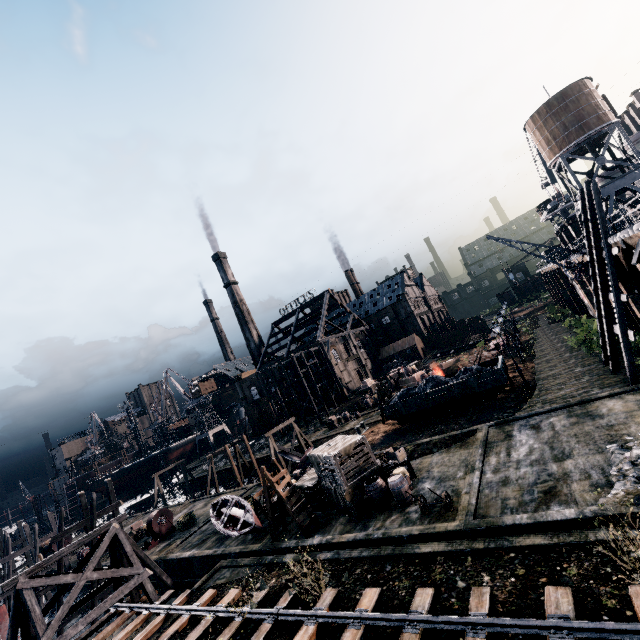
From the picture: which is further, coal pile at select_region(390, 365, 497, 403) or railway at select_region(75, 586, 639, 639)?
coal pile at select_region(390, 365, 497, 403)

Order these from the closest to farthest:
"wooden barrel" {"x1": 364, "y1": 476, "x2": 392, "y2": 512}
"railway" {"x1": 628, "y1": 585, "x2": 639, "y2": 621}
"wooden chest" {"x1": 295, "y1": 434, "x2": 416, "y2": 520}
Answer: "railway" {"x1": 628, "y1": 585, "x2": 639, "y2": 621} < "wooden barrel" {"x1": 364, "y1": 476, "x2": 392, "y2": 512} < "wooden chest" {"x1": 295, "y1": 434, "x2": 416, "y2": 520}

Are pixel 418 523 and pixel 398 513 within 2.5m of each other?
yes

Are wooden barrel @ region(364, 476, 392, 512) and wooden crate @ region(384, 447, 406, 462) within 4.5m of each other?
yes

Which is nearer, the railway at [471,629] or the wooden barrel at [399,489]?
the railway at [471,629]

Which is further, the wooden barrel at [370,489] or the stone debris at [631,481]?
the wooden barrel at [370,489]

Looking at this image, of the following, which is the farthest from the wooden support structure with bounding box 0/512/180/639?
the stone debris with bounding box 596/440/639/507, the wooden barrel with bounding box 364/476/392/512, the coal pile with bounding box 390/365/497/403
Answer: the stone debris with bounding box 596/440/639/507

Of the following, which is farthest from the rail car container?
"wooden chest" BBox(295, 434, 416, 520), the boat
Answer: the boat
